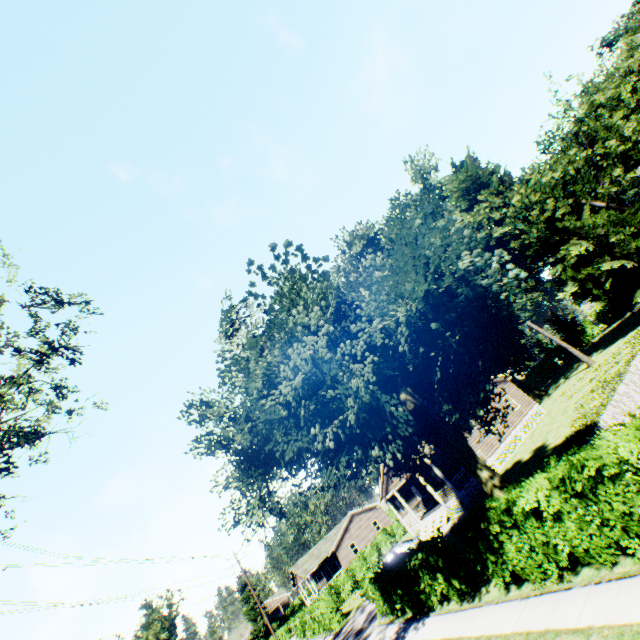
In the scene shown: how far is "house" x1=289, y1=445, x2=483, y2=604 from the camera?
25.9m

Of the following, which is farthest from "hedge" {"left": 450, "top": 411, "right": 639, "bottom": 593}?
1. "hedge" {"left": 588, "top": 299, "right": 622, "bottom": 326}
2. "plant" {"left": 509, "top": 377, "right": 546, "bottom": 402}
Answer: "hedge" {"left": 588, "top": 299, "right": 622, "bottom": 326}

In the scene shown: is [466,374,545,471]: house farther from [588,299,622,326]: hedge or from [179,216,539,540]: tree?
[588,299,622,326]: hedge

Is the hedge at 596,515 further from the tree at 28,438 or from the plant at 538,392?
the plant at 538,392

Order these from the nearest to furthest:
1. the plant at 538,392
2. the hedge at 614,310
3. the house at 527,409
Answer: the house at 527,409 < the plant at 538,392 < the hedge at 614,310

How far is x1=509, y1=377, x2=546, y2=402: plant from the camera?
44.88m

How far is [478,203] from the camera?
38.8 meters
